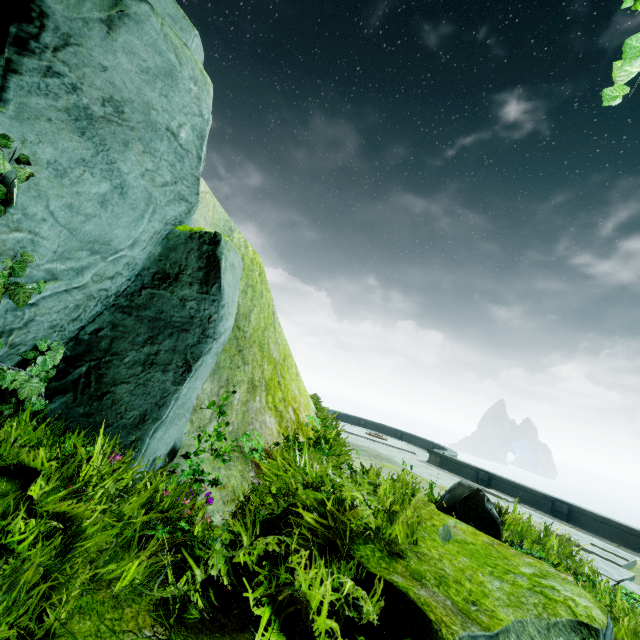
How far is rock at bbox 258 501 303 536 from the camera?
2.7 meters

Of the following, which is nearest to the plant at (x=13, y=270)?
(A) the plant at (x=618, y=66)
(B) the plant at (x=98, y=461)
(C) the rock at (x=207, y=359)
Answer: (C) the rock at (x=207, y=359)

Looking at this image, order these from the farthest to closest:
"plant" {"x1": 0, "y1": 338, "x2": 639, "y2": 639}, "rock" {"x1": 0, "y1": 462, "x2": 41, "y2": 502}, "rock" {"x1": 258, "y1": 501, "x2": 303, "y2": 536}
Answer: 1. "rock" {"x1": 258, "y1": 501, "x2": 303, "y2": 536}
2. "rock" {"x1": 0, "y1": 462, "x2": 41, "y2": 502}
3. "plant" {"x1": 0, "y1": 338, "x2": 639, "y2": 639}

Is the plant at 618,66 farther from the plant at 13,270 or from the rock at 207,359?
the plant at 13,270

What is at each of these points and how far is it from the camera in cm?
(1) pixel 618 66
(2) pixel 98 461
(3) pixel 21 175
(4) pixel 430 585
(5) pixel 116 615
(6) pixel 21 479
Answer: (1) plant, 167
(2) plant, 248
(3) plant, 230
(4) rock, 221
(5) rock, 179
(6) rock, 231

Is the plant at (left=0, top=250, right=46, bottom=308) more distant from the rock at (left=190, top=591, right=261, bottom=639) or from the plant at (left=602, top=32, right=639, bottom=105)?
the plant at (left=602, top=32, right=639, bottom=105)

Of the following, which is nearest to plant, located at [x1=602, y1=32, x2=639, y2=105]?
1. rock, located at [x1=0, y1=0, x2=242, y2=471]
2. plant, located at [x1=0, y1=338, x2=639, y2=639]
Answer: rock, located at [x1=0, y1=0, x2=242, y2=471]

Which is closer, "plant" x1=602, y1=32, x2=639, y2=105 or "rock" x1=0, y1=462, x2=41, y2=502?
"plant" x1=602, y1=32, x2=639, y2=105
